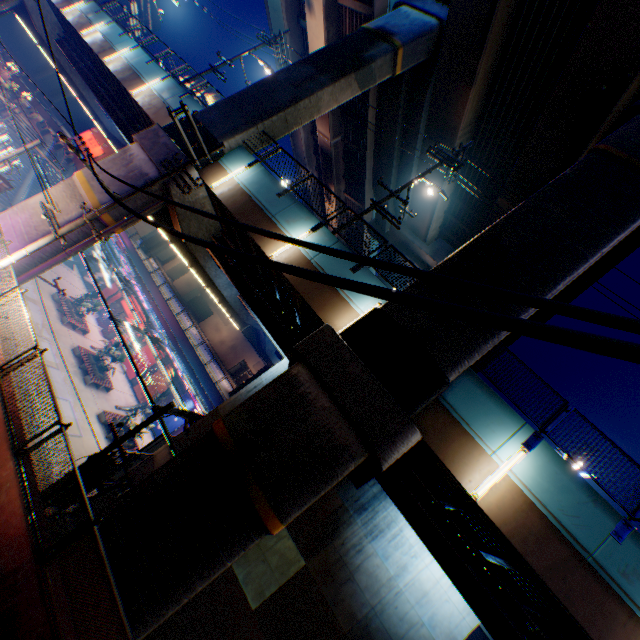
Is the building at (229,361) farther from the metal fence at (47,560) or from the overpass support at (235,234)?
the metal fence at (47,560)

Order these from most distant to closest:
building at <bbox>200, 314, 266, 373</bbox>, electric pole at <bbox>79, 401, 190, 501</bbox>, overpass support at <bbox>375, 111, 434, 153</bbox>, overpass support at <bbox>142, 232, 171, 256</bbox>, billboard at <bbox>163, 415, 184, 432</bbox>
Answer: building at <bbox>200, 314, 266, 373</bbox>
overpass support at <bbox>142, 232, 171, 256</bbox>
billboard at <bbox>163, 415, 184, 432</bbox>
overpass support at <bbox>375, 111, 434, 153</bbox>
electric pole at <bbox>79, 401, 190, 501</bbox>

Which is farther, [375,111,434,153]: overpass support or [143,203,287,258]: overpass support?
[375,111,434,153]: overpass support

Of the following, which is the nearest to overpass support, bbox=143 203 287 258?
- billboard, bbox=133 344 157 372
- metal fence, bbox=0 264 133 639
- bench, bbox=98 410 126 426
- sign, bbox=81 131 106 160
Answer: metal fence, bbox=0 264 133 639

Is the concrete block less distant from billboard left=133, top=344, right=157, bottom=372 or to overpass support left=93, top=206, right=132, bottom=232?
overpass support left=93, top=206, right=132, bottom=232

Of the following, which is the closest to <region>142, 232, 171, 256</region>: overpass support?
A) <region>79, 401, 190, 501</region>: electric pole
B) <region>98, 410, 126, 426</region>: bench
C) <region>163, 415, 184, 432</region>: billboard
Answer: <region>79, 401, 190, 501</region>: electric pole

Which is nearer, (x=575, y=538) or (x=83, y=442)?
(x=575, y=538)

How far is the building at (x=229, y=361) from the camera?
55.2 meters
